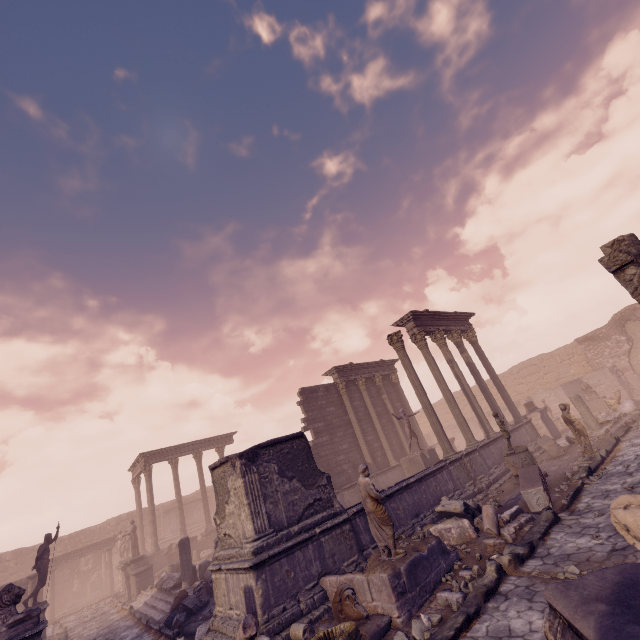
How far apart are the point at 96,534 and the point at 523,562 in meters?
36.4 m

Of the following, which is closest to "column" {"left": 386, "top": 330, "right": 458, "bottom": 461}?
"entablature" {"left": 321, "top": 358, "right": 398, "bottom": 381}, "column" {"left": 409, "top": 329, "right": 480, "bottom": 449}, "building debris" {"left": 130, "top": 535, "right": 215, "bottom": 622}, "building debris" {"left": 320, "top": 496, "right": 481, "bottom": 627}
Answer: "column" {"left": 409, "top": 329, "right": 480, "bottom": 449}

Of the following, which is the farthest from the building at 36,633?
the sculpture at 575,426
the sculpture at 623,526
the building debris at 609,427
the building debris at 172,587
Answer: the building debris at 609,427

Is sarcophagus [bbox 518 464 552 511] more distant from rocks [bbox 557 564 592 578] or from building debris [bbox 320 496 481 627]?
rocks [bbox 557 564 592 578]

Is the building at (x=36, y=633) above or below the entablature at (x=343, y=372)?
below

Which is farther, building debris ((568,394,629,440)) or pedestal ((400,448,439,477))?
pedestal ((400,448,439,477))

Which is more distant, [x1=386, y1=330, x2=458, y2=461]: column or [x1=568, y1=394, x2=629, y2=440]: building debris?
[x1=568, y1=394, x2=629, y2=440]: building debris

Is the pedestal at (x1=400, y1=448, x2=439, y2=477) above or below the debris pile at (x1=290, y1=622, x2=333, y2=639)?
above
